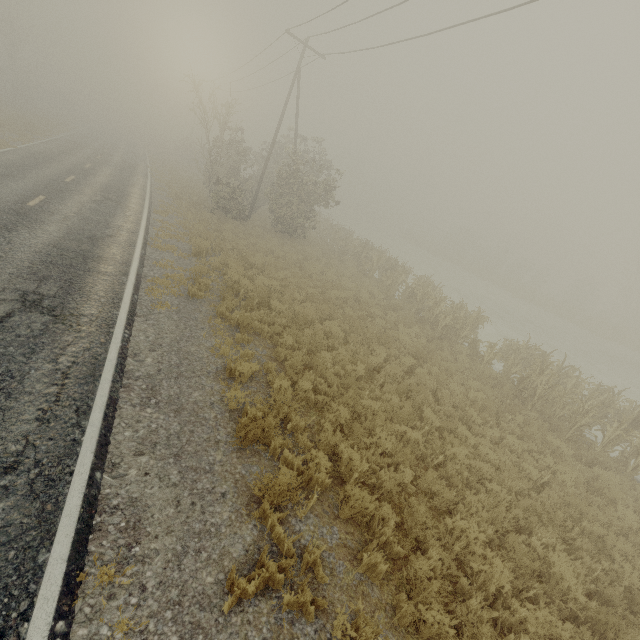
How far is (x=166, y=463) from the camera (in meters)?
5.00
